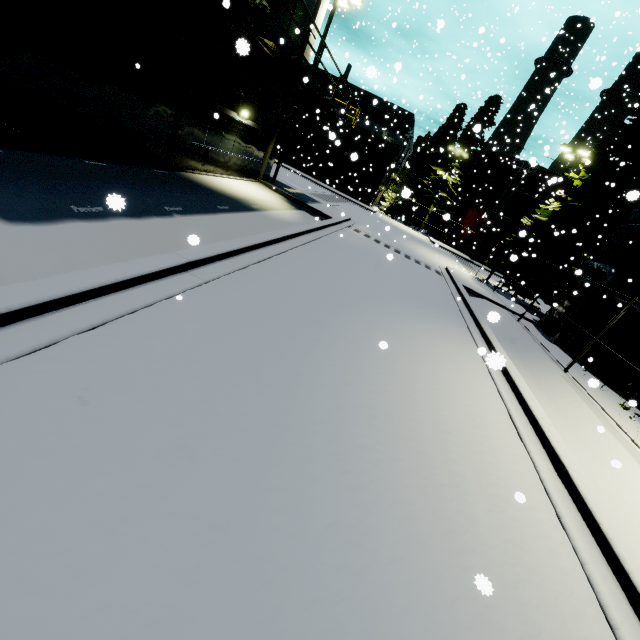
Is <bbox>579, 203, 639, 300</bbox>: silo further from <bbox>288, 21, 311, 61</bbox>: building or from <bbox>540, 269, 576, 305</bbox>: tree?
<bbox>540, 269, 576, 305</bbox>: tree

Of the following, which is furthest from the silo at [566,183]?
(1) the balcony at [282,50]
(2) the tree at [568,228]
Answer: (1) the balcony at [282,50]

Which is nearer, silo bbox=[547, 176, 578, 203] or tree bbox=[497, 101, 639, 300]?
tree bbox=[497, 101, 639, 300]

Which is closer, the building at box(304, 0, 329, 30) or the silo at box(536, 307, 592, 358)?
the silo at box(536, 307, 592, 358)

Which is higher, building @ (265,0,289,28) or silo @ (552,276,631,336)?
building @ (265,0,289,28)

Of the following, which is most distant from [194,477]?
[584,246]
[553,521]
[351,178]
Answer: [351,178]

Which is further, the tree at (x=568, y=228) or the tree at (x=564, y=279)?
the tree at (x=564, y=279)

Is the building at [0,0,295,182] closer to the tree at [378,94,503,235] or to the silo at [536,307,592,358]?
the silo at [536,307,592,358]
